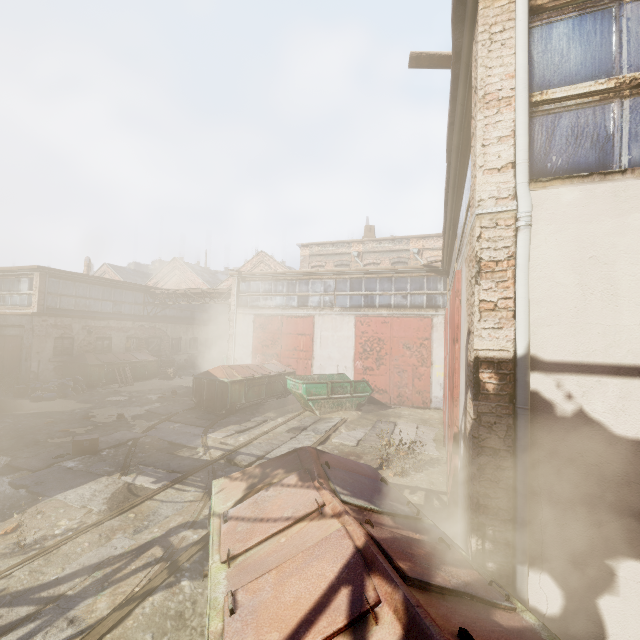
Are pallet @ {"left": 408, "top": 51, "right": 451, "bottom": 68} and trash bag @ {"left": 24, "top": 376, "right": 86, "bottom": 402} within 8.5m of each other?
no

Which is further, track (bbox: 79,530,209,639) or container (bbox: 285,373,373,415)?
container (bbox: 285,373,373,415)

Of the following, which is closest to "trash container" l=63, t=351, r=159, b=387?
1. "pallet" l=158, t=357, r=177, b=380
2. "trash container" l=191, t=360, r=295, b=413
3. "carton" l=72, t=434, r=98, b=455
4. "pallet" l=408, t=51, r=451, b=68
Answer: "pallet" l=158, t=357, r=177, b=380

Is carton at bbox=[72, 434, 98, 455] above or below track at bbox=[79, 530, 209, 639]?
above

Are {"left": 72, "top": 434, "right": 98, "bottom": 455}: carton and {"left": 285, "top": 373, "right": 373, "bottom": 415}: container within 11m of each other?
yes

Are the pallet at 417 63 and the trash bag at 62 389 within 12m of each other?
no

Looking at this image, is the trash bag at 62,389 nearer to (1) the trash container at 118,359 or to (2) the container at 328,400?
(1) the trash container at 118,359

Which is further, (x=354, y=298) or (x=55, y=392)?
(x=354, y=298)
